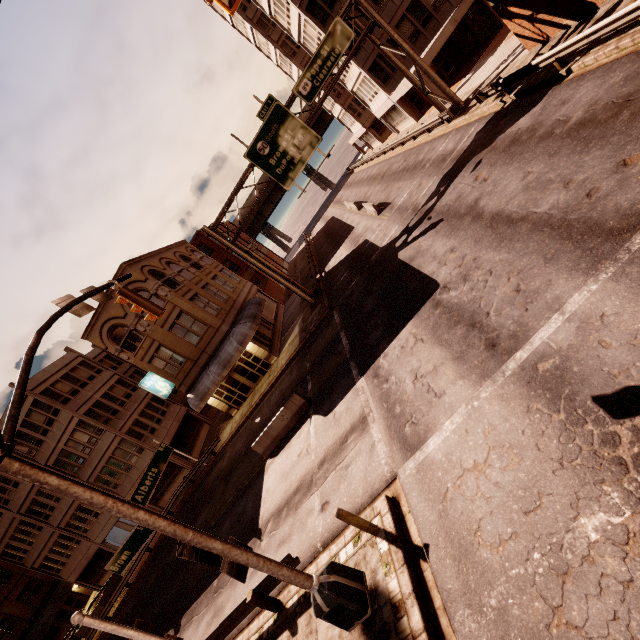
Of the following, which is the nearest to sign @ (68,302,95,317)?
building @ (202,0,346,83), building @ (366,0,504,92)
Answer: building @ (366,0,504,92)

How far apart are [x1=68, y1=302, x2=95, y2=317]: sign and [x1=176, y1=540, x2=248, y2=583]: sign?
6.5m

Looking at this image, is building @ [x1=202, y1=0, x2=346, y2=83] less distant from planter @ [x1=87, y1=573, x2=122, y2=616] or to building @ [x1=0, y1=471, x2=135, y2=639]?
building @ [x1=0, y1=471, x2=135, y2=639]

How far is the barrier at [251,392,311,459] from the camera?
15.8 meters

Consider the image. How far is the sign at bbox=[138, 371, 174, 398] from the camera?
24.6m

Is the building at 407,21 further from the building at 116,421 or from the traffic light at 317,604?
the traffic light at 317,604

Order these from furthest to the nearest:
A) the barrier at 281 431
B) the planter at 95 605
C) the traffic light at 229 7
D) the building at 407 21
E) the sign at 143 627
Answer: the planter at 95 605, the building at 407 21, the barrier at 281 431, the sign at 143 627, the traffic light at 229 7

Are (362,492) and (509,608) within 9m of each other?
yes
